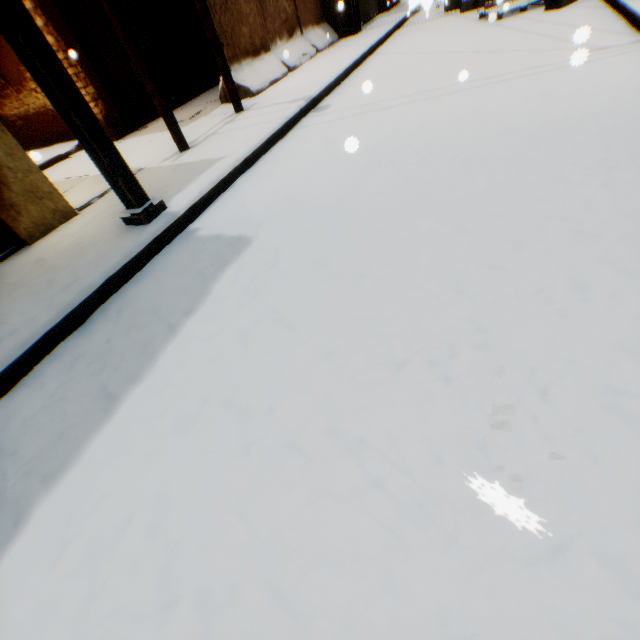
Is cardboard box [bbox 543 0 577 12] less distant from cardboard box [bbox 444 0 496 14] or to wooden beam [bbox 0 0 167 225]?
cardboard box [bbox 444 0 496 14]

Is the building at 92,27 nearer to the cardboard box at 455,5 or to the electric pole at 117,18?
the electric pole at 117,18

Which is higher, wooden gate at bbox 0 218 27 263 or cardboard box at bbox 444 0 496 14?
wooden gate at bbox 0 218 27 263

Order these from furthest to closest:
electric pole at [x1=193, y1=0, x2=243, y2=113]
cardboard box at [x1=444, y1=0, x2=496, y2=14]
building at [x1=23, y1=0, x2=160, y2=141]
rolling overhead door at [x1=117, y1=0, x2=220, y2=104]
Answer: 1. cardboard box at [x1=444, y1=0, x2=496, y2=14]
2. rolling overhead door at [x1=117, y1=0, x2=220, y2=104]
3. building at [x1=23, y1=0, x2=160, y2=141]
4. electric pole at [x1=193, y1=0, x2=243, y2=113]

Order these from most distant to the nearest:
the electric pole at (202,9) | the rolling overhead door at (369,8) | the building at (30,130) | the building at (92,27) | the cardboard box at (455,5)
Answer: the rolling overhead door at (369,8) < the cardboard box at (455,5) < the building at (92,27) < the electric pole at (202,9) < the building at (30,130)

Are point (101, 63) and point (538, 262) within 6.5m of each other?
no

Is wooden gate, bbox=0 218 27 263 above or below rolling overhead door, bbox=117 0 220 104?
below

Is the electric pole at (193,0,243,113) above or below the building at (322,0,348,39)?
above
